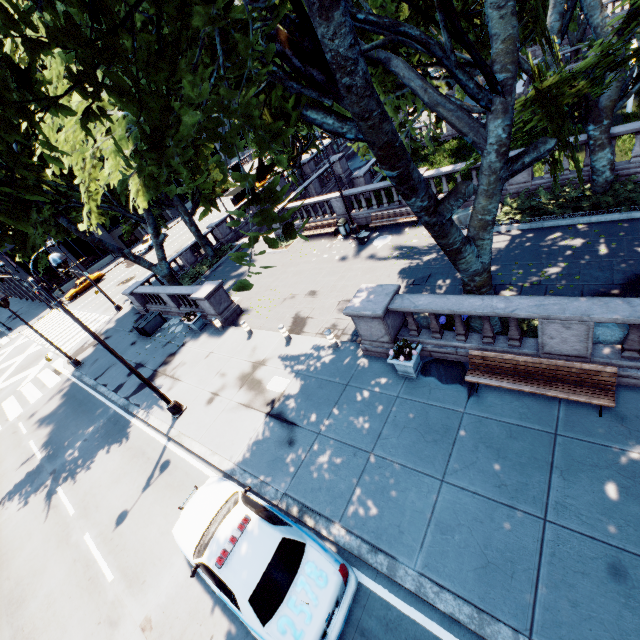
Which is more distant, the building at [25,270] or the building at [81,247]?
the building at [81,247]

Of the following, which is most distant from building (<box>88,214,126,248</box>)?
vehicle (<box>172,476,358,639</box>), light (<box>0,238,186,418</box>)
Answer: vehicle (<box>172,476,358,639</box>)

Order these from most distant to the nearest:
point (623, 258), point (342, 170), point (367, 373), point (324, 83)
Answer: point (342, 170), point (367, 373), point (623, 258), point (324, 83)

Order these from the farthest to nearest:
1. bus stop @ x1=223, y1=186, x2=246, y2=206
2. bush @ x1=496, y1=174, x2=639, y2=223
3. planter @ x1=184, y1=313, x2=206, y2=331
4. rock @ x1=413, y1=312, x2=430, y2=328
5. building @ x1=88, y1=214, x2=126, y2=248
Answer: building @ x1=88, y1=214, x2=126, y2=248 → bus stop @ x1=223, y1=186, x2=246, y2=206 → planter @ x1=184, y1=313, x2=206, y2=331 → bush @ x1=496, y1=174, x2=639, y2=223 → rock @ x1=413, y1=312, x2=430, y2=328

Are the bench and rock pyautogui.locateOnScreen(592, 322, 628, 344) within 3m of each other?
A: yes

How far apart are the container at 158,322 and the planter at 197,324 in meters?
4.1

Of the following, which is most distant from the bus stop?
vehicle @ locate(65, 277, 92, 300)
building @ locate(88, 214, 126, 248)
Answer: building @ locate(88, 214, 126, 248)

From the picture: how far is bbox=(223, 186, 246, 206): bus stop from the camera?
35.3m
